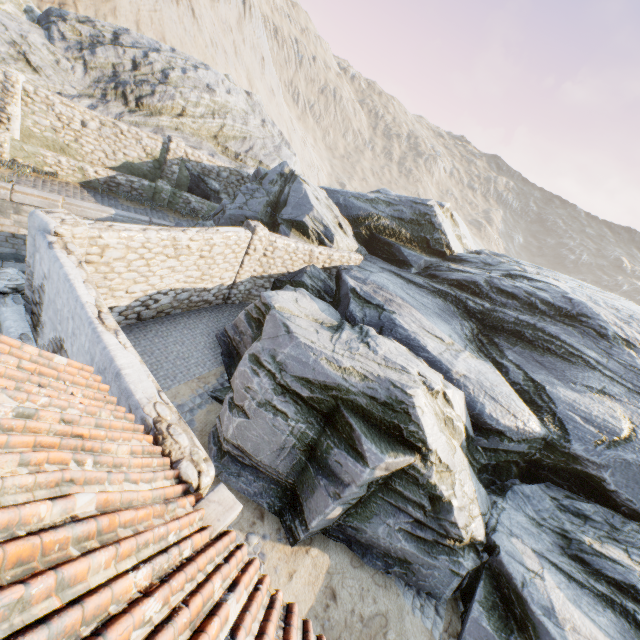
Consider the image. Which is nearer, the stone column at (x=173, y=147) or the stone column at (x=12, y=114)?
the stone column at (x=12, y=114)

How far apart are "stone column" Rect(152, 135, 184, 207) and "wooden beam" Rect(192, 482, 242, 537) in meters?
16.4 m

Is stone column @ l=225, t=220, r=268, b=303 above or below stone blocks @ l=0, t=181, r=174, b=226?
above

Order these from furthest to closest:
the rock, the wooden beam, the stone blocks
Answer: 1. the stone blocks
2. the rock
3. the wooden beam

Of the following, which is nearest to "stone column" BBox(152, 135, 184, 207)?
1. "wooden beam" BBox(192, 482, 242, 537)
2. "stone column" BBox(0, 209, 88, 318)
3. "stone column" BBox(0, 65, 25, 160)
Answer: "stone column" BBox(0, 65, 25, 160)

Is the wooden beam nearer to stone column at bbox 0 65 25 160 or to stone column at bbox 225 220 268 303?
stone column at bbox 225 220 268 303

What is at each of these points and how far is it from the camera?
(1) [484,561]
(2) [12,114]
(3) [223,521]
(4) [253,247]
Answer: (1) rock, 7.3m
(2) stone column, 12.6m
(3) wooden beam, 3.4m
(4) stone column, 11.3m

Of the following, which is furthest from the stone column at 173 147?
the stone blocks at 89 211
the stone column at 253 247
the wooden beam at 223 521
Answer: the wooden beam at 223 521
